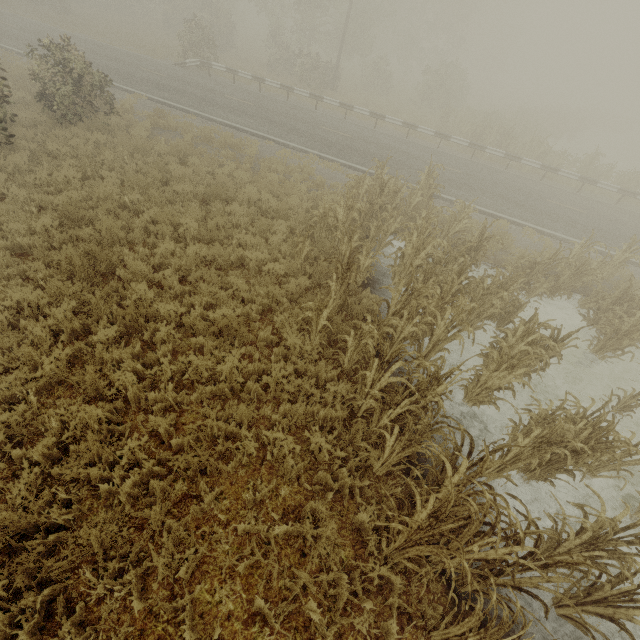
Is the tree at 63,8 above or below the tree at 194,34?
below

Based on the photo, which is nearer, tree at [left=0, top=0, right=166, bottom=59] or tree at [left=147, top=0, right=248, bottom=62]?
tree at [left=147, top=0, right=248, bottom=62]

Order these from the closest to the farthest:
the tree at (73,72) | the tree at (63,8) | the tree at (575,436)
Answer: the tree at (575,436)
the tree at (73,72)
the tree at (63,8)

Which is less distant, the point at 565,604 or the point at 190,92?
the point at 565,604

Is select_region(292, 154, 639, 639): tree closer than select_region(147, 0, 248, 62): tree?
Yes

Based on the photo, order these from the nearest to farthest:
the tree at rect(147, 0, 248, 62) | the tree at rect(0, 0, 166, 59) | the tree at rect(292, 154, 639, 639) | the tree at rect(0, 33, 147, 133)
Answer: the tree at rect(292, 154, 639, 639) < the tree at rect(0, 33, 147, 133) < the tree at rect(147, 0, 248, 62) < the tree at rect(0, 0, 166, 59)
